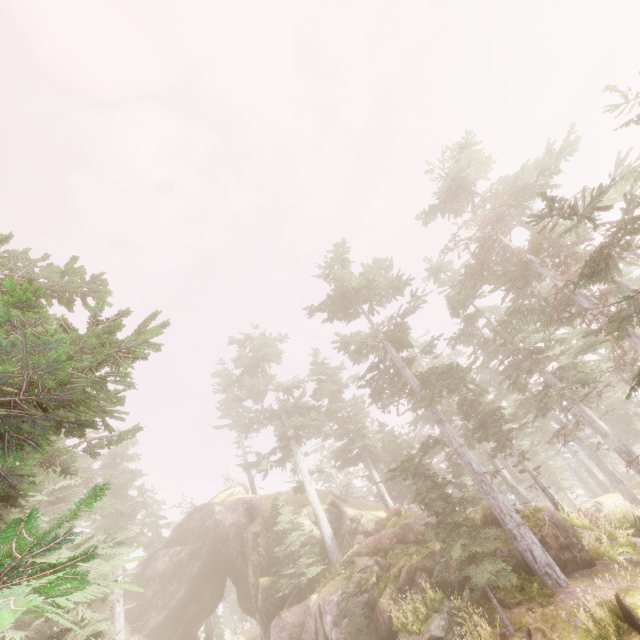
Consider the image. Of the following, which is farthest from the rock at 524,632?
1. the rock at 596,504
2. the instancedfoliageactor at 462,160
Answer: the rock at 596,504

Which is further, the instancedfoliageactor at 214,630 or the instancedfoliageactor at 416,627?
the instancedfoliageactor at 214,630

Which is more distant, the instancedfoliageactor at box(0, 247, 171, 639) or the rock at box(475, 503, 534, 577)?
the rock at box(475, 503, 534, 577)

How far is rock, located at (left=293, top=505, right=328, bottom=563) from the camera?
25.1m

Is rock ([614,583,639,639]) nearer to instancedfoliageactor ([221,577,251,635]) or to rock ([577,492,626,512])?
instancedfoliageactor ([221,577,251,635])

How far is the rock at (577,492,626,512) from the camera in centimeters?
3061cm

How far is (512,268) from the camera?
13.98m
